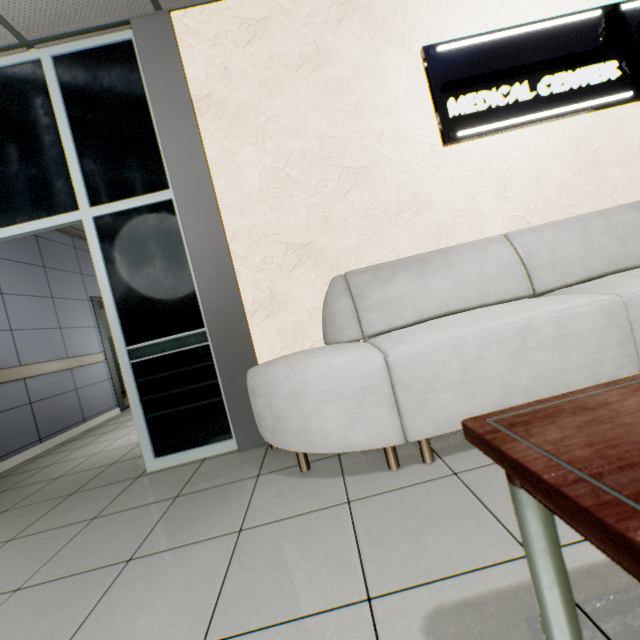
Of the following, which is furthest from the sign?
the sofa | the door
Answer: the door

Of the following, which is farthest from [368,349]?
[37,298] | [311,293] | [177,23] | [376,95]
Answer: [37,298]

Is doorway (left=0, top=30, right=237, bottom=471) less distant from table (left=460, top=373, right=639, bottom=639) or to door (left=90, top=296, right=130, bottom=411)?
table (left=460, top=373, right=639, bottom=639)

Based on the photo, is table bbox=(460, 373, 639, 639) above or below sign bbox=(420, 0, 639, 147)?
below

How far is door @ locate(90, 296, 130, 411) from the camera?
5.8m

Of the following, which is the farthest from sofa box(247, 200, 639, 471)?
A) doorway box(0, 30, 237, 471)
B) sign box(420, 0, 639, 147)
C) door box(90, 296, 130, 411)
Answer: door box(90, 296, 130, 411)

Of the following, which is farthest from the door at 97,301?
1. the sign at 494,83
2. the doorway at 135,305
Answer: the sign at 494,83

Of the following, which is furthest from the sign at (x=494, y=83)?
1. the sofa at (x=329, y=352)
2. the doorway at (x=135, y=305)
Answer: the doorway at (x=135, y=305)
